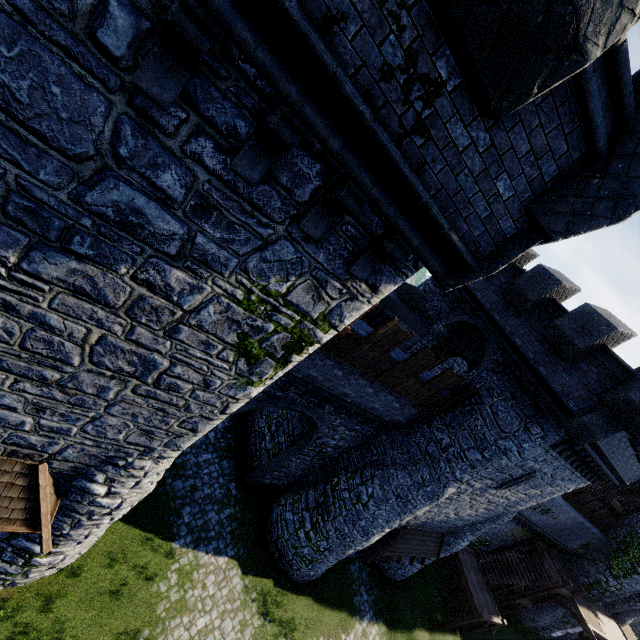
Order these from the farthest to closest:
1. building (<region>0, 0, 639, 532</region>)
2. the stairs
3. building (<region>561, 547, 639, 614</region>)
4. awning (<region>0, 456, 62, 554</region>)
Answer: building (<region>561, 547, 639, 614</region>) < the stairs < awning (<region>0, 456, 62, 554</region>) < building (<region>0, 0, 639, 532</region>)

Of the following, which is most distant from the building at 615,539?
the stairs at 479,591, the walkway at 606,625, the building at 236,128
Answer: the building at 236,128

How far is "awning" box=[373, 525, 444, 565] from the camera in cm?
1545

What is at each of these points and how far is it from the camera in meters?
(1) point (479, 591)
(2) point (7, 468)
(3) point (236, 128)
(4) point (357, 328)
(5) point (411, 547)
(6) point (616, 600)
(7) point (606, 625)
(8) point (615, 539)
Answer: (1) stairs, 20.8 m
(2) awning, 6.3 m
(3) building, 3.3 m
(4) building, 10.0 m
(5) awning, 16.6 m
(6) building, 29.3 m
(7) walkway, 26.9 m
(8) building, 27.3 m

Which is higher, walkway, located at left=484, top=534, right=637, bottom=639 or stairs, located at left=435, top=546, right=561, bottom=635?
walkway, located at left=484, top=534, right=637, bottom=639

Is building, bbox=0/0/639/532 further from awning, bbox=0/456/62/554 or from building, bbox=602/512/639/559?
building, bbox=602/512/639/559

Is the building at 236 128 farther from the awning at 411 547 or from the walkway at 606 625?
the walkway at 606 625

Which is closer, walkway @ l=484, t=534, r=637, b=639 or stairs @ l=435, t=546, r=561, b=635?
stairs @ l=435, t=546, r=561, b=635
